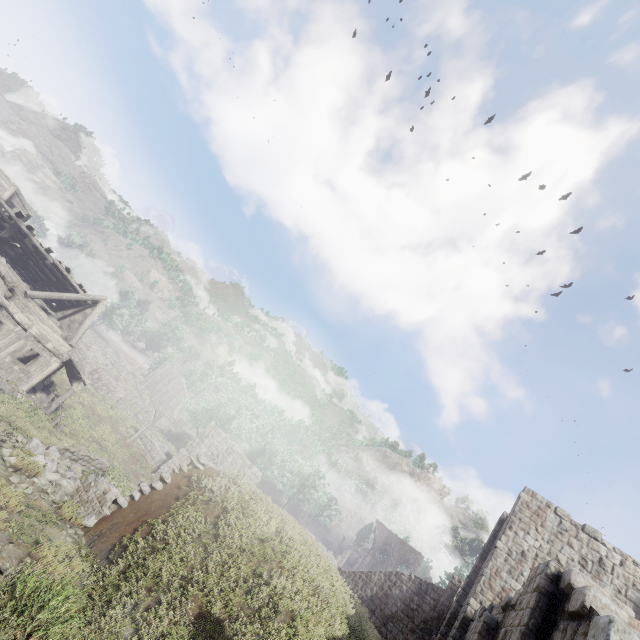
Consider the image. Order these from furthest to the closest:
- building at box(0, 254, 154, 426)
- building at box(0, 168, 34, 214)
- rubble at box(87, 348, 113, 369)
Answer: rubble at box(87, 348, 113, 369) → building at box(0, 168, 34, 214) → building at box(0, 254, 154, 426)

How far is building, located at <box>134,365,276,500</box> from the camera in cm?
2494

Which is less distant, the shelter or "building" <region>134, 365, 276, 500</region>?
the shelter

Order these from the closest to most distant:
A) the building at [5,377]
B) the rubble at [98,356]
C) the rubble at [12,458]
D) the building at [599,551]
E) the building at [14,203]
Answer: the building at [599,551]
the rubble at [12,458]
the building at [5,377]
the building at [14,203]
the rubble at [98,356]

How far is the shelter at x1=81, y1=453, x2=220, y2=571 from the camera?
7.4m

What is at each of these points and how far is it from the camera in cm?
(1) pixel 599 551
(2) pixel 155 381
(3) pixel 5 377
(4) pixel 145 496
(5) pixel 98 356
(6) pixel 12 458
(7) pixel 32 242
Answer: (1) building, 1402
(2) building, 5803
(3) building, 1694
(4) shelter, 870
(5) rubble, 4788
(6) rubble, 820
(7) wooden plank rubble, 2053

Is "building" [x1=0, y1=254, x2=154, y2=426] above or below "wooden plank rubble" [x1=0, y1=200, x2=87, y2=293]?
below

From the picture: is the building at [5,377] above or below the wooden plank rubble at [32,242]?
below
